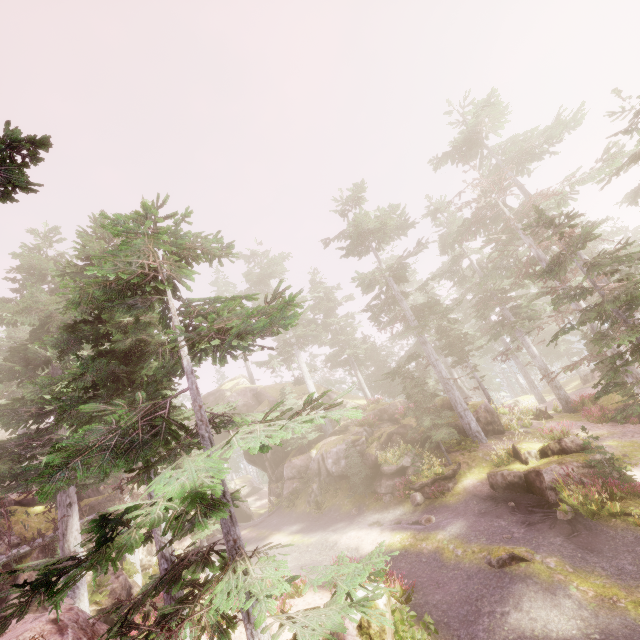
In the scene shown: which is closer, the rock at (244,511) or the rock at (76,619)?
the rock at (76,619)

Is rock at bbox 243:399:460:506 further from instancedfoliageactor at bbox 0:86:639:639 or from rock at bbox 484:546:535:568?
rock at bbox 484:546:535:568

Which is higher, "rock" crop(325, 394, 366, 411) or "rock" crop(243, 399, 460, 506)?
"rock" crop(325, 394, 366, 411)

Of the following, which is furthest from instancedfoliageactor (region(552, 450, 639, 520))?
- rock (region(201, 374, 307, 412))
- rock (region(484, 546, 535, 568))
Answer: rock (region(484, 546, 535, 568))

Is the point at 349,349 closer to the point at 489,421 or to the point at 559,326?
the point at 489,421

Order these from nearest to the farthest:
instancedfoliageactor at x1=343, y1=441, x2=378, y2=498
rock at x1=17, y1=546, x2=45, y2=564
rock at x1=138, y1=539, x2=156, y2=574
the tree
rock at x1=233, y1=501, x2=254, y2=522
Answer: the tree, rock at x1=17, y1=546, x2=45, y2=564, instancedfoliageactor at x1=343, y1=441, x2=378, y2=498, rock at x1=138, y1=539, x2=156, y2=574, rock at x1=233, y1=501, x2=254, y2=522

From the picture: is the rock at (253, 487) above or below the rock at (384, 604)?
above
